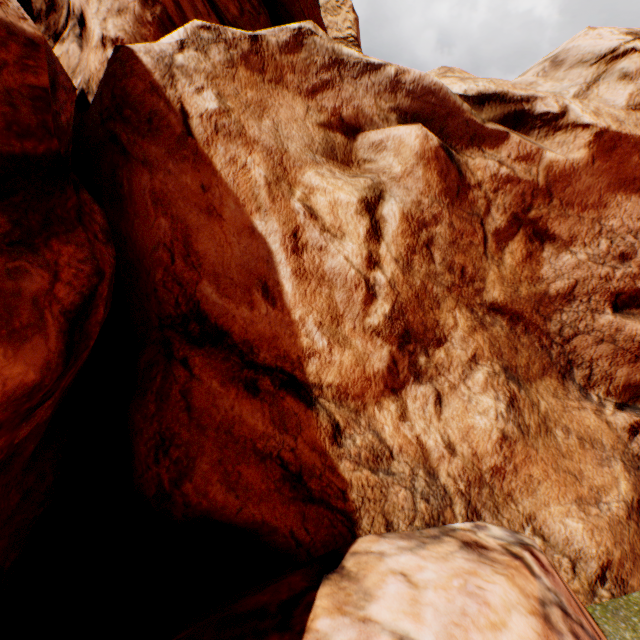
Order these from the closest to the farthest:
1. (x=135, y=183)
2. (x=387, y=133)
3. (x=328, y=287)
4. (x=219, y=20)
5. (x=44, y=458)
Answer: (x=44, y=458)
(x=135, y=183)
(x=328, y=287)
(x=387, y=133)
(x=219, y=20)
